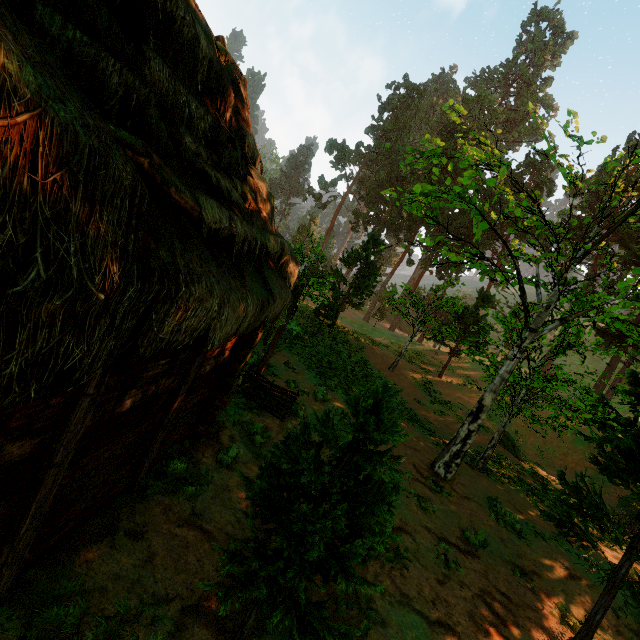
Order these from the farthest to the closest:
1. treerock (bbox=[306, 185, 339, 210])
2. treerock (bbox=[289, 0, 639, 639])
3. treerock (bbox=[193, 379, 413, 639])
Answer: treerock (bbox=[306, 185, 339, 210]) → treerock (bbox=[289, 0, 639, 639]) → treerock (bbox=[193, 379, 413, 639])

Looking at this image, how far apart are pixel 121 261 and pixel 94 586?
4.3m

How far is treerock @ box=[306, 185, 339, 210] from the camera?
53.1 meters

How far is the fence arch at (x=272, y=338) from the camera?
11.7 meters

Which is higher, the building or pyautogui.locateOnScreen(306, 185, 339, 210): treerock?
pyautogui.locateOnScreen(306, 185, 339, 210): treerock

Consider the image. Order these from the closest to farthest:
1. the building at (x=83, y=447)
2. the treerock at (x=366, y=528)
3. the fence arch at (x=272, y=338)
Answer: the building at (x=83, y=447) → the treerock at (x=366, y=528) → the fence arch at (x=272, y=338)

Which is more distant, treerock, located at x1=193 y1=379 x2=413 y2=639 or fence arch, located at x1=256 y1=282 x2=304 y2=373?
fence arch, located at x1=256 y1=282 x2=304 y2=373

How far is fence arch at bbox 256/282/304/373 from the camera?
11.66m
